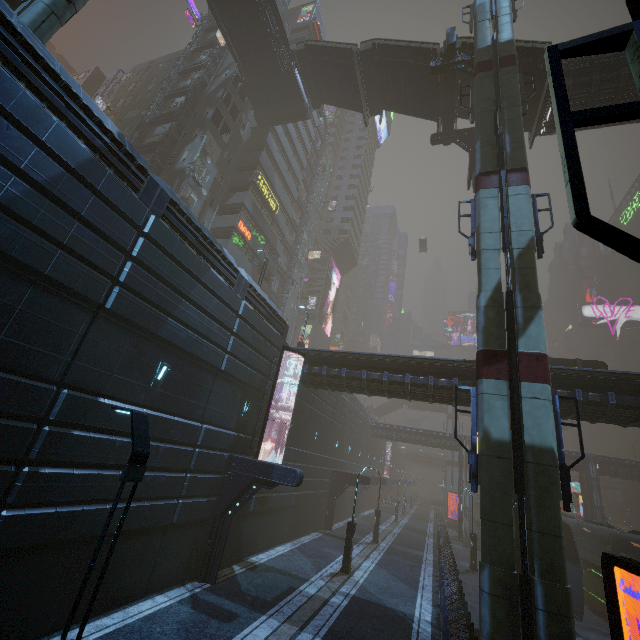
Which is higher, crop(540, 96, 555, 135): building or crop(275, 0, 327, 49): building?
crop(275, 0, 327, 49): building

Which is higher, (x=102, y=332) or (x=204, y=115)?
(x=204, y=115)

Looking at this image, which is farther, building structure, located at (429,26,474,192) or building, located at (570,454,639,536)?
building, located at (570,454,639,536)

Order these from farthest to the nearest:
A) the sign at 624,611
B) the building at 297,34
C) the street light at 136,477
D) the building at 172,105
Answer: the building at 297,34 → the building at 172,105 → the sign at 624,611 → the street light at 136,477

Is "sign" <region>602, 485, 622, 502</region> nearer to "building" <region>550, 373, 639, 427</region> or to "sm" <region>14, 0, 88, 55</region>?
"building" <region>550, 373, 639, 427</region>

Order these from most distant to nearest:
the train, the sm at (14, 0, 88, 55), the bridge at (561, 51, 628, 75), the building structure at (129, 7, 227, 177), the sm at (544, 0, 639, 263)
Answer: the building structure at (129, 7, 227, 177) < the train < the bridge at (561, 51, 628, 75) < the sm at (14, 0, 88, 55) < the sm at (544, 0, 639, 263)

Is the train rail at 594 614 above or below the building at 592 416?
below

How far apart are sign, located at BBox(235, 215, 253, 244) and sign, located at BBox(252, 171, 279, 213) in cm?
434
